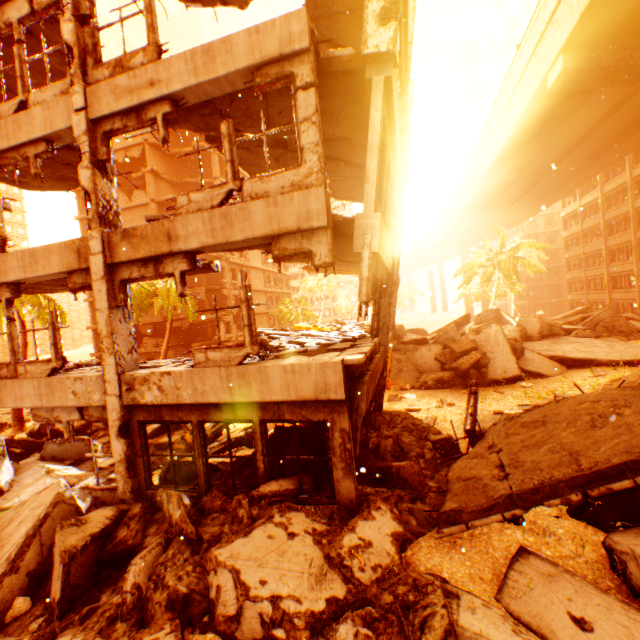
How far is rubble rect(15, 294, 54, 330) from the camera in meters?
17.3

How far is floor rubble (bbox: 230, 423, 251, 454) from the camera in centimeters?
1032cm

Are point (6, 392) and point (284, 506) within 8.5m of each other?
yes

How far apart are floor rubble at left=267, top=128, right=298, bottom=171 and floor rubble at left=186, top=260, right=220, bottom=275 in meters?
2.5 m

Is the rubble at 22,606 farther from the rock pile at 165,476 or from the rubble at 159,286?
the rubble at 159,286

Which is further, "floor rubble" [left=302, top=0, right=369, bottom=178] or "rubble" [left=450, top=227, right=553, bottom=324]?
"rubble" [left=450, top=227, right=553, bottom=324]

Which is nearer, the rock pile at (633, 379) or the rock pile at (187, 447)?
the rock pile at (633, 379)
